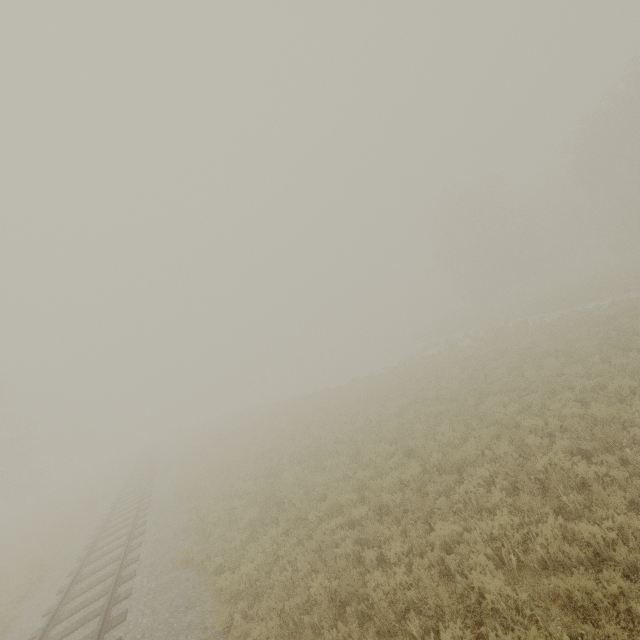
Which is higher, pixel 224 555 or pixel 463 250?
pixel 463 250
